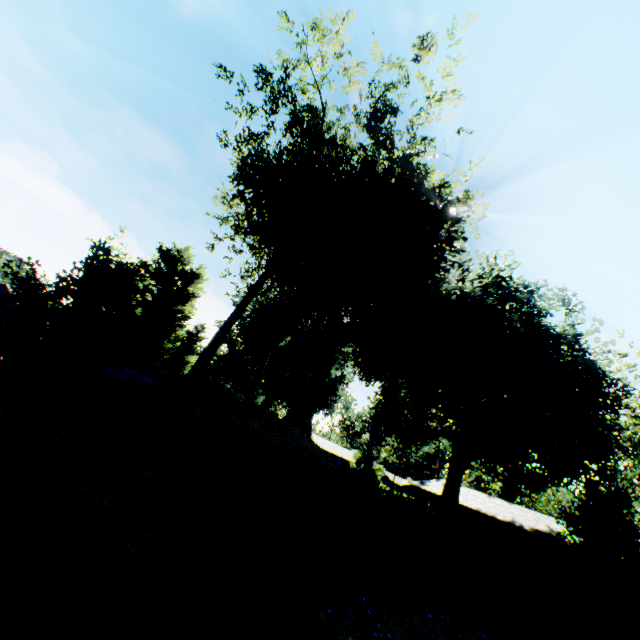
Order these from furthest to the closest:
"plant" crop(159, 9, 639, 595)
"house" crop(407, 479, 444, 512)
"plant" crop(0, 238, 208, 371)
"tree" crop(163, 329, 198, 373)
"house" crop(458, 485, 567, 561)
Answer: "tree" crop(163, 329, 198, 373) < "house" crop(407, 479, 444, 512) < "house" crop(458, 485, 567, 561) < "plant" crop(159, 9, 639, 595) < "plant" crop(0, 238, 208, 371)

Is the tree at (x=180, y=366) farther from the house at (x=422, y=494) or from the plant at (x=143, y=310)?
the house at (x=422, y=494)

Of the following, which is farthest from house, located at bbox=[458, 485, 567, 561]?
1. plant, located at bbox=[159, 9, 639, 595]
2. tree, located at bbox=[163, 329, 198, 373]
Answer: tree, located at bbox=[163, 329, 198, 373]

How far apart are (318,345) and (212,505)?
31.7 meters

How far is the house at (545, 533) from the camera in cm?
2902

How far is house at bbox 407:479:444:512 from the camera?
39.2m

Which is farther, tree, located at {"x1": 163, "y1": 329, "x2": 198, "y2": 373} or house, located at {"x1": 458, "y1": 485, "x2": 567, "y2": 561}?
tree, located at {"x1": 163, "y1": 329, "x2": 198, "y2": 373}
